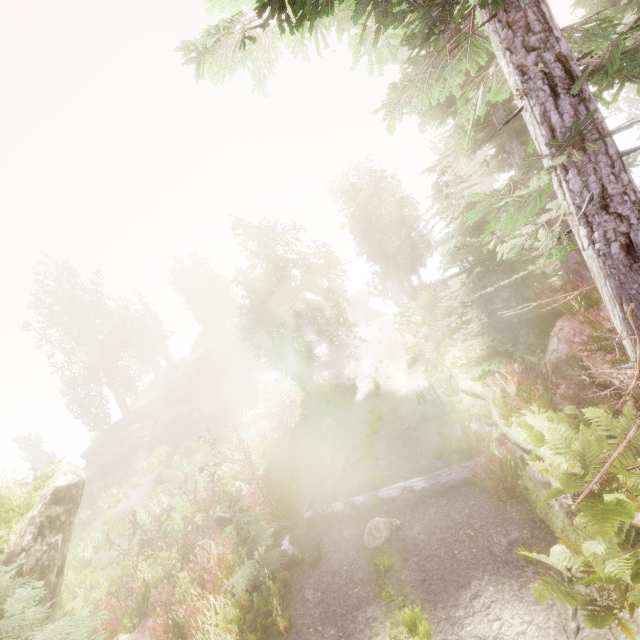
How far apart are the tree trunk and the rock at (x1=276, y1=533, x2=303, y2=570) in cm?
632

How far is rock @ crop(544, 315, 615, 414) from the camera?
6.3 meters

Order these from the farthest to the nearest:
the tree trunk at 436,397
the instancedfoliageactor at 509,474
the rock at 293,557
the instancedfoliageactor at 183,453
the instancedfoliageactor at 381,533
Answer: the instancedfoliageactor at 183,453
the tree trunk at 436,397
the rock at 293,557
the instancedfoliageactor at 381,533
the instancedfoliageactor at 509,474

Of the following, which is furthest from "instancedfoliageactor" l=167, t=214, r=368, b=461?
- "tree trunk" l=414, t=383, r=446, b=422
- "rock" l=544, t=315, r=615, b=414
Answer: "tree trunk" l=414, t=383, r=446, b=422

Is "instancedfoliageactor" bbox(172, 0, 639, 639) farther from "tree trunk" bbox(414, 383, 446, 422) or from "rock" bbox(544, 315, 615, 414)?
"tree trunk" bbox(414, 383, 446, 422)

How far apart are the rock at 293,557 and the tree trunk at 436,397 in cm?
632

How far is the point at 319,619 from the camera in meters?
6.9 m
